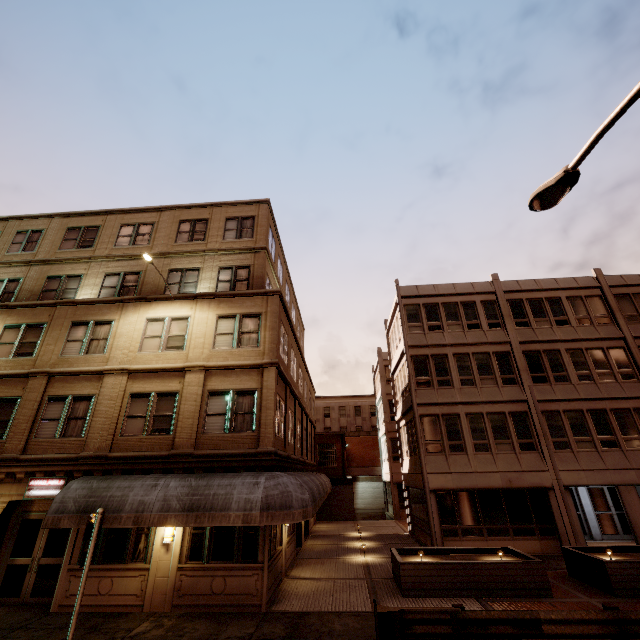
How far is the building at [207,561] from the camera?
10.34m

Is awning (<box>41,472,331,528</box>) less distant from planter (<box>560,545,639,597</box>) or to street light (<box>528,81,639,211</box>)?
planter (<box>560,545,639,597</box>)

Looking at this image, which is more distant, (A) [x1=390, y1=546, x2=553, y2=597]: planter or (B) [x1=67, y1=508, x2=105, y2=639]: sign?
(A) [x1=390, y1=546, x2=553, y2=597]: planter

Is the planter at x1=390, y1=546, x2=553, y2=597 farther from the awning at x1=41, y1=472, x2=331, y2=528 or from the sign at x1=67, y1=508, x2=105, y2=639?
the sign at x1=67, y1=508, x2=105, y2=639

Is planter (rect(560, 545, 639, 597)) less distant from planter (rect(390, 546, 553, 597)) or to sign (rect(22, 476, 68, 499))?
planter (rect(390, 546, 553, 597))

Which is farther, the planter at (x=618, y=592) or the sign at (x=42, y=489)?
the sign at (x=42, y=489)

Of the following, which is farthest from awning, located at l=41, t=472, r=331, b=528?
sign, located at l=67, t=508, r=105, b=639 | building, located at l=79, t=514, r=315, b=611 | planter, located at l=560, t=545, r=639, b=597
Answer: planter, located at l=560, t=545, r=639, b=597

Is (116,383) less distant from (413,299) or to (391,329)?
(413,299)
